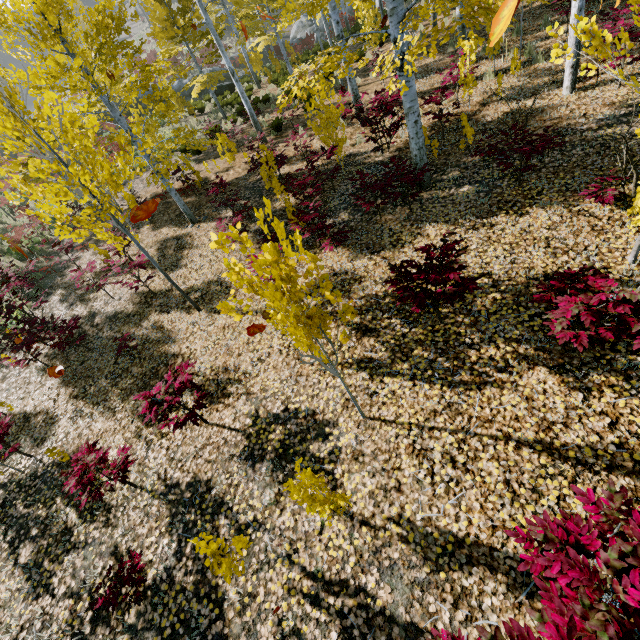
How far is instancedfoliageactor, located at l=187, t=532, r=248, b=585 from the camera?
2.97m

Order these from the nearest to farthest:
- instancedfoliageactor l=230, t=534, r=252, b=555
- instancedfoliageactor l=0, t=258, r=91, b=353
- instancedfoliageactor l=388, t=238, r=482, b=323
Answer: instancedfoliageactor l=230, t=534, r=252, b=555 → instancedfoliageactor l=388, t=238, r=482, b=323 → instancedfoliageactor l=0, t=258, r=91, b=353

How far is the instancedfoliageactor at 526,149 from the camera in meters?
5.3 m

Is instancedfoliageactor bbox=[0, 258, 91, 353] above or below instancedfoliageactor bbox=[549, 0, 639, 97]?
above

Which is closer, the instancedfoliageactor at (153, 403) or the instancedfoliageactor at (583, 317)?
the instancedfoliageactor at (583, 317)

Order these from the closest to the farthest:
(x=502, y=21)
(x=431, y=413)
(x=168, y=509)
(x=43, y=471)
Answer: (x=502, y=21) < (x=431, y=413) < (x=168, y=509) < (x=43, y=471)
